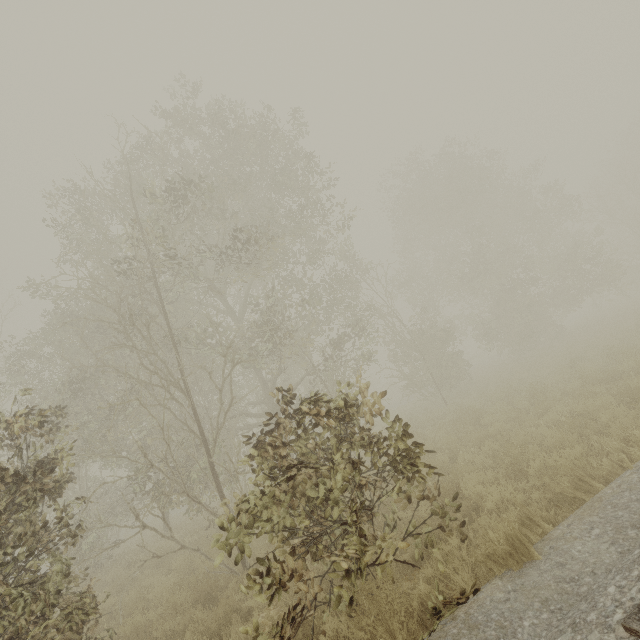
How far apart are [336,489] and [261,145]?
15.5m
